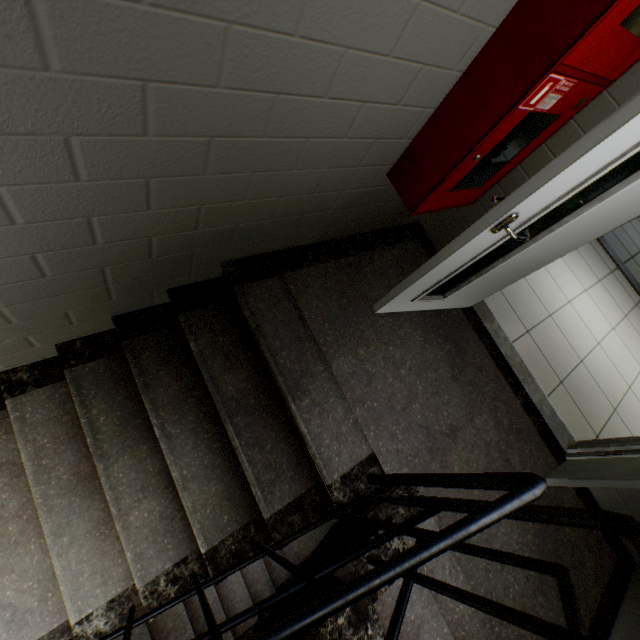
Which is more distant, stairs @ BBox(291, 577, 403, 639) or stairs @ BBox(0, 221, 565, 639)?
stairs @ BBox(0, 221, 565, 639)

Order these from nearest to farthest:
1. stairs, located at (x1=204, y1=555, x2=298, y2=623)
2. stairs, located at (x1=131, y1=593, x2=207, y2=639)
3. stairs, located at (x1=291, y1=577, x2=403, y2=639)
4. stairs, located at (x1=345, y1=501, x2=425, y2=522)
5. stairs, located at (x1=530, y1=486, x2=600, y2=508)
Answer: stairs, located at (x1=291, y1=577, x2=403, y2=639)
stairs, located at (x1=345, y1=501, x2=425, y2=522)
stairs, located at (x1=530, y1=486, x2=600, y2=508)
stairs, located at (x1=131, y1=593, x2=207, y2=639)
stairs, located at (x1=204, y1=555, x2=298, y2=623)

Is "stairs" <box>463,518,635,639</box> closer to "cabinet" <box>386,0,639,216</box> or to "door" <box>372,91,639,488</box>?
"door" <box>372,91,639,488</box>

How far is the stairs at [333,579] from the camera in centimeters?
111cm

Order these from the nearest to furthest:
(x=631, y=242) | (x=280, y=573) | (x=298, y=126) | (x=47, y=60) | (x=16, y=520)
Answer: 1. (x=47, y=60)
2. (x=298, y=126)
3. (x=16, y=520)
4. (x=280, y=573)
5. (x=631, y=242)

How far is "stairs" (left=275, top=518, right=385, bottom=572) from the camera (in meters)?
1.26

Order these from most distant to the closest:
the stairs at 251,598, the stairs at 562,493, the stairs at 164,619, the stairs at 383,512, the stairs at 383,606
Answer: the stairs at 251,598 → the stairs at 164,619 → the stairs at 562,493 → the stairs at 383,512 → the stairs at 383,606

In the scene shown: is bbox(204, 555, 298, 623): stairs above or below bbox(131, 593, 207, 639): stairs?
below
